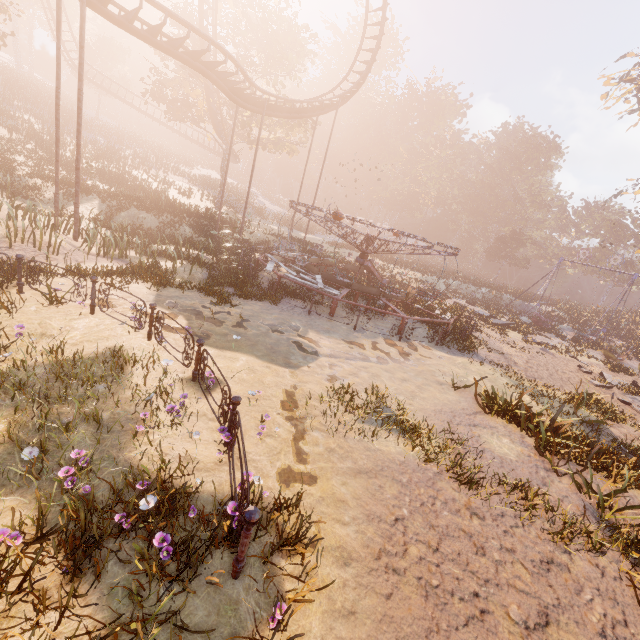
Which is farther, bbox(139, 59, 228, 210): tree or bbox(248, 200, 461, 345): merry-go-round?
bbox(139, 59, 228, 210): tree

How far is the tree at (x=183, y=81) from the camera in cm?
2719

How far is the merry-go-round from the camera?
14.0m

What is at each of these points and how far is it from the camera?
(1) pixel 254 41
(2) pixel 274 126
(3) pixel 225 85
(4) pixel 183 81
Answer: (1) tree, 27.91m
(2) tree, 34.19m
(3) roller coaster, 17.08m
(4) tree, 27.31m

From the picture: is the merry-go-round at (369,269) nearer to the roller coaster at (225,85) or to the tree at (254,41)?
the roller coaster at (225,85)

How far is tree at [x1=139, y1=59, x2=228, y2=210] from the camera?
27.2m

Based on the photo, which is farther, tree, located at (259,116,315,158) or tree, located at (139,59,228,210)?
tree, located at (259,116,315,158)

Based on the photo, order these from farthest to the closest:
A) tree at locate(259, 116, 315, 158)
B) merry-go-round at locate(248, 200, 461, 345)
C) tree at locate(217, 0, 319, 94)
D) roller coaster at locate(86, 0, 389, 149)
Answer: tree at locate(259, 116, 315, 158) → tree at locate(217, 0, 319, 94) → merry-go-round at locate(248, 200, 461, 345) → roller coaster at locate(86, 0, 389, 149)
